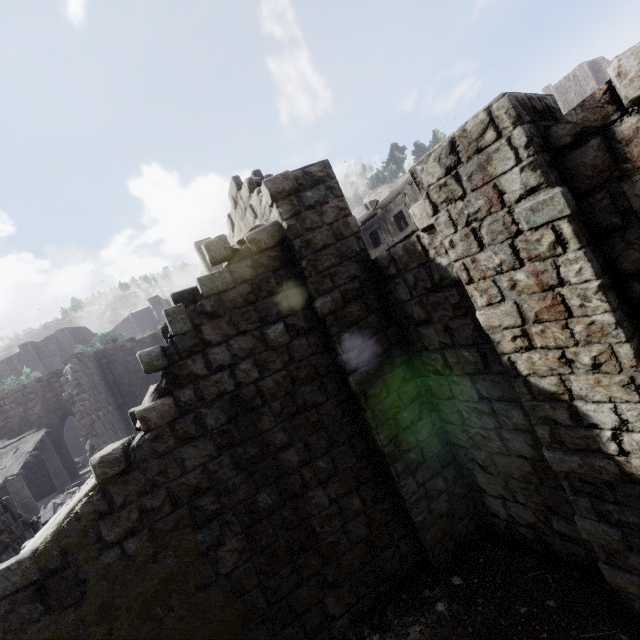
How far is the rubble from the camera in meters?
10.6 m

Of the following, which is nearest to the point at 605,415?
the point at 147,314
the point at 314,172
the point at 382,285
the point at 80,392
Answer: the point at 382,285

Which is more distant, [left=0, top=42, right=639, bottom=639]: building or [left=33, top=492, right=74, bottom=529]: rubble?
[left=33, top=492, right=74, bottom=529]: rubble

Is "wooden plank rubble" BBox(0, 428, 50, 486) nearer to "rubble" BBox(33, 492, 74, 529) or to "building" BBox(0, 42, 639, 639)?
"building" BBox(0, 42, 639, 639)

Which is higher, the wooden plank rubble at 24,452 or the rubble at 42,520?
the wooden plank rubble at 24,452

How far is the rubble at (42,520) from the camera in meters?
10.6

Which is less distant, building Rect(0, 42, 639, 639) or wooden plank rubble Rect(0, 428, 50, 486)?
building Rect(0, 42, 639, 639)
